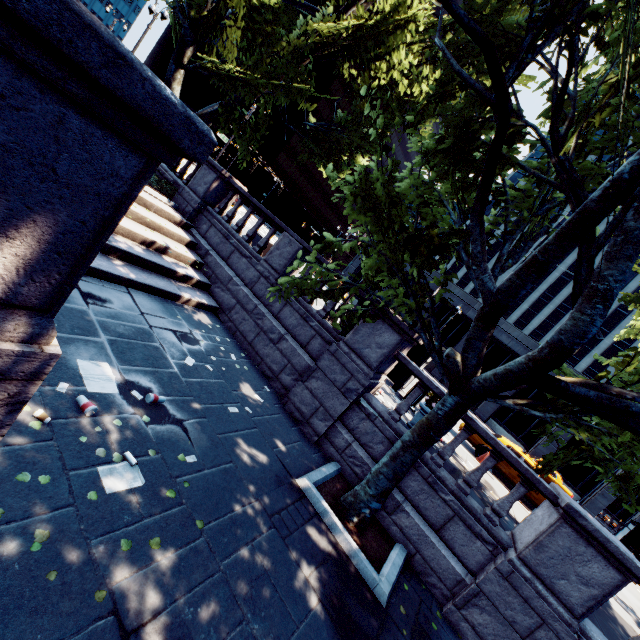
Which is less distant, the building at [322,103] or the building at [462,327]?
the building at [462,327]

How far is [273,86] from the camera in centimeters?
1109cm

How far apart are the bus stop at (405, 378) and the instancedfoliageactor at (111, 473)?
9.72m

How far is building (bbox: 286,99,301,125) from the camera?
58.8 meters

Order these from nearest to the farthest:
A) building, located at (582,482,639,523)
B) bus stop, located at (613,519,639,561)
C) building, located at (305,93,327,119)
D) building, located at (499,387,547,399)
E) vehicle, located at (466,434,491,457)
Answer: vehicle, located at (466,434,491,457) → bus stop, located at (613,519,639,561) → building, located at (582,482,639,523) → building, located at (499,387,547,399) → building, located at (305,93,327,119)

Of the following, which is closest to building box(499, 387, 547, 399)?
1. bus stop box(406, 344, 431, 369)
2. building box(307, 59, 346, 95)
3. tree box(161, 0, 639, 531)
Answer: tree box(161, 0, 639, 531)

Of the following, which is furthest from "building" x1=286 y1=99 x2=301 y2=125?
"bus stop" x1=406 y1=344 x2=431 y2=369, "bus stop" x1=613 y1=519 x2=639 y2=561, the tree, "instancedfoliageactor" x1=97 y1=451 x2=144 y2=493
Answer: "bus stop" x1=613 y1=519 x2=639 y2=561

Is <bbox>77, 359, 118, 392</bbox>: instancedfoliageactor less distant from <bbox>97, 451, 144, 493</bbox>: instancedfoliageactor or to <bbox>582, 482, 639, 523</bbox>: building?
<bbox>97, 451, 144, 493</bbox>: instancedfoliageactor
